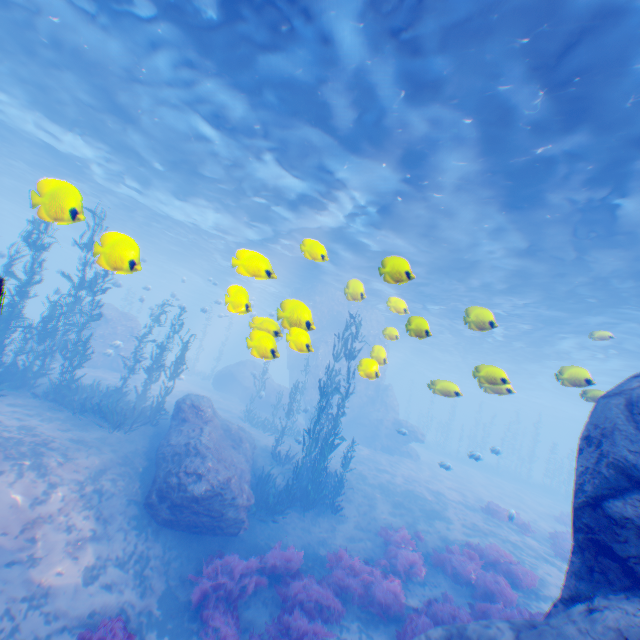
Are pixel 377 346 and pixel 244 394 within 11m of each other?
no

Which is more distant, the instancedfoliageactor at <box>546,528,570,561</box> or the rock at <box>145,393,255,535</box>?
the instancedfoliageactor at <box>546,528,570,561</box>

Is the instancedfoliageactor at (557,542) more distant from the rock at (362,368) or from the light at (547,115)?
the light at (547,115)

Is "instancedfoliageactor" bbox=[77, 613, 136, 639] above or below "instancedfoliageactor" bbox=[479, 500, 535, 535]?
below

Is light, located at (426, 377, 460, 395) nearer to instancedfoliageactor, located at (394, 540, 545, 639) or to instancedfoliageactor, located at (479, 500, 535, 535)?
instancedfoliageactor, located at (394, 540, 545, 639)

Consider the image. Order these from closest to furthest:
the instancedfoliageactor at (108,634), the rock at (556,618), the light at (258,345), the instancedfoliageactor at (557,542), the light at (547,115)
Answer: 1. the rock at (556,618)
2. the light at (258,345)
3. the instancedfoliageactor at (108,634)
4. the light at (547,115)
5. the instancedfoliageactor at (557,542)

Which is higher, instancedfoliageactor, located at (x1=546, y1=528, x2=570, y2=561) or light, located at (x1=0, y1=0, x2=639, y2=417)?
light, located at (x1=0, y1=0, x2=639, y2=417)
